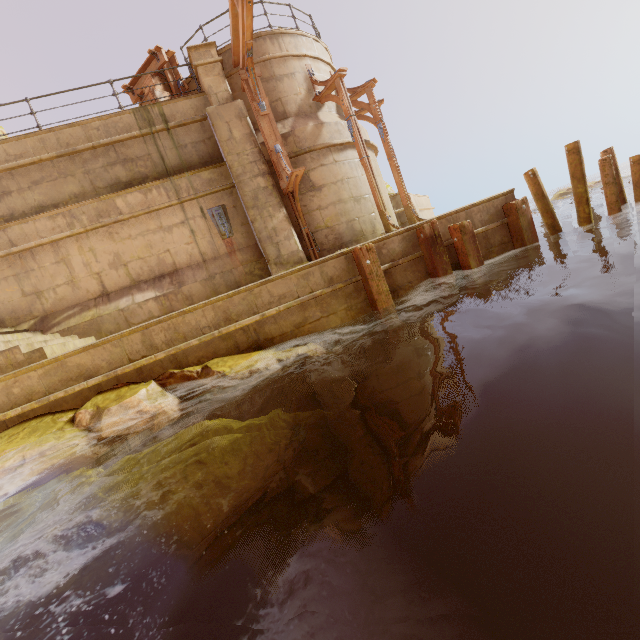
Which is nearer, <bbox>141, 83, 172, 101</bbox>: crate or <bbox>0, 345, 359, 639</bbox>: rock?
<bbox>0, 345, 359, 639</bbox>: rock

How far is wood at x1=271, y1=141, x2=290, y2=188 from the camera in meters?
8.9

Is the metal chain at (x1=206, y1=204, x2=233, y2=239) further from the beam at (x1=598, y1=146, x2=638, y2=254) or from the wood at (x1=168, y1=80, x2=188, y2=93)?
the beam at (x1=598, y1=146, x2=638, y2=254)

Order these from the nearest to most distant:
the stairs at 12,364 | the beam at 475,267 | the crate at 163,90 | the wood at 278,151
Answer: the stairs at 12,364 < the beam at 475,267 < the wood at 278,151 < the crate at 163,90

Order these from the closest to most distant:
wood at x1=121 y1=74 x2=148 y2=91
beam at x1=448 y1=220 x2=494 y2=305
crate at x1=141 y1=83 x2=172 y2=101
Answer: beam at x1=448 y1=220 x2=494 y2=305 < crate at x1=141 y1=83 x2=172 y2=101 < wood at x1=121 y1=74 x2=148 y2=91

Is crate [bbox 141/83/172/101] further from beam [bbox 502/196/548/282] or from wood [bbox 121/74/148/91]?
beam [bbox 502/196/548/282]

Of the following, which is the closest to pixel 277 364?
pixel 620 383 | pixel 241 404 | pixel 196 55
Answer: pixel 241 404

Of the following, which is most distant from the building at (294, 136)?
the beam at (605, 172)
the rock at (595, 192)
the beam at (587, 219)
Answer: the rock at (595, 192)
